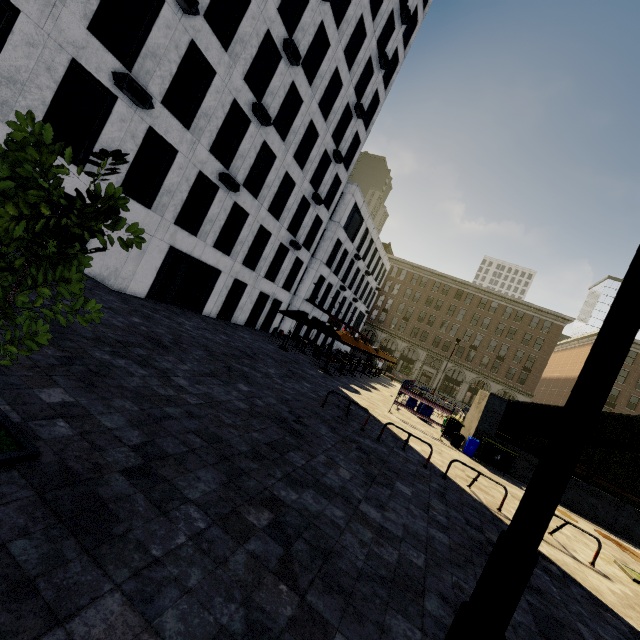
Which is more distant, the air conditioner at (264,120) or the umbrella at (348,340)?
the umbrella at (348,340)

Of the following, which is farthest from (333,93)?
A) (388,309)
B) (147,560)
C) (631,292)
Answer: (388,309)

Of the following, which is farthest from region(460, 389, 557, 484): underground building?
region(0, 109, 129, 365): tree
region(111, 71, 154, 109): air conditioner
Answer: region(111, 71, 154, 109): air conditioner

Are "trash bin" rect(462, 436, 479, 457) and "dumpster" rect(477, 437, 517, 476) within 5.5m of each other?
yes

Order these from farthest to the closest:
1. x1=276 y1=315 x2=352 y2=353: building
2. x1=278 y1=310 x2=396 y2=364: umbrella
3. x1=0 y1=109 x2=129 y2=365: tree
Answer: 1. x1=276 y1=315 x2=352 y2=353: building
2. x1=278 y1=310 x2=396 y2=364: umbrella
3. x1=0 y1=109 x2=129 y2=365: tree

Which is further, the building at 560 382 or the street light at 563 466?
the building at 560 382

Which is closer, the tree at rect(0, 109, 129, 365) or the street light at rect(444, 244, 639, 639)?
the street light at rect(444, 244, 639, 639)

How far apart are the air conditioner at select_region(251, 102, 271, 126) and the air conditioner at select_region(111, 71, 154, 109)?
5.8m
